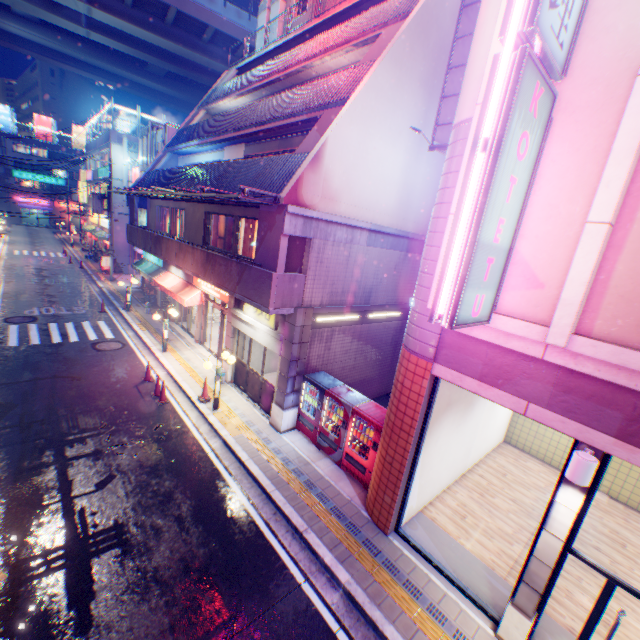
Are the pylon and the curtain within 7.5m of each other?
yes

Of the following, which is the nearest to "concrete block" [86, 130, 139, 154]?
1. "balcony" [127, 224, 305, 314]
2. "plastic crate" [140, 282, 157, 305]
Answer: "balcony" [127, 224, 305, 314]

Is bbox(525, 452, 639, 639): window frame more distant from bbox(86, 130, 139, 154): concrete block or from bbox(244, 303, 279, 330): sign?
bbox(86, 130, 139, 154): concrete block

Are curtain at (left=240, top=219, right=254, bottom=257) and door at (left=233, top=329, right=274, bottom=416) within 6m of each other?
yes

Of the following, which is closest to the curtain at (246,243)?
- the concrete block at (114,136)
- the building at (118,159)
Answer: the building at (118,159)

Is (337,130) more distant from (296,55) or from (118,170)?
(118,170)

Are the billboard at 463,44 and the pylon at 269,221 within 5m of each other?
yes

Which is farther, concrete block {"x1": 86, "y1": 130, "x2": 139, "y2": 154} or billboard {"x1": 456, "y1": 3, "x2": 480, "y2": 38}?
concrete block {"x1": 86, "y1": 130, "x2": 139, "y2": 154}
